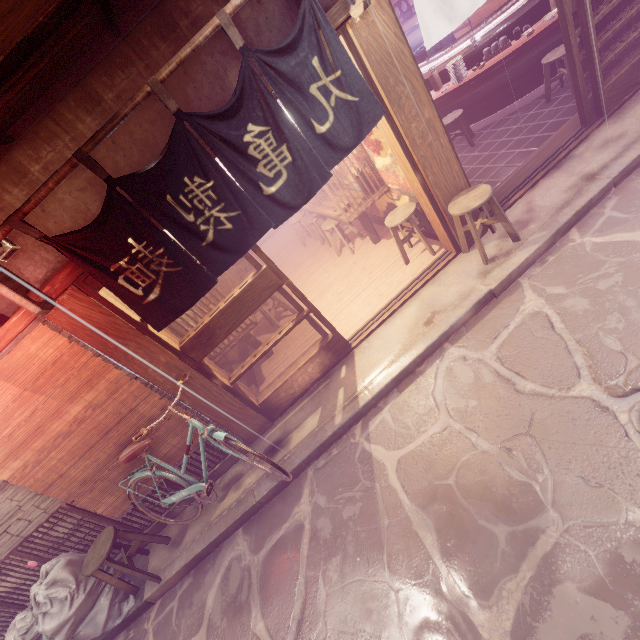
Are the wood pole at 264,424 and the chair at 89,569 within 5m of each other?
yes

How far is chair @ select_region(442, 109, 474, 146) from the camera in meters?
10.8

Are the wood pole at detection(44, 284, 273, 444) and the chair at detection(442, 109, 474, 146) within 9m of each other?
no

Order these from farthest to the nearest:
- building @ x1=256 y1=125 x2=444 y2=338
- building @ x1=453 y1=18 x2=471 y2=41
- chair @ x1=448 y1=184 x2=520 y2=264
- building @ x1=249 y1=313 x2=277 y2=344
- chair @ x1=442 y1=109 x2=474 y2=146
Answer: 1. building @ x1=453 y1=18 x2=471 y2=41
2. building @ x1=249 y1=313 x2=277 y2=344
3. chair @ x1=442 y1=109 x2=474 y2=146
4. building @ x1=256 y1=125 x2=444 y2=338
5. chair @ x1=448 y1=184 x2=520 y2=264

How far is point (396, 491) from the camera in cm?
544

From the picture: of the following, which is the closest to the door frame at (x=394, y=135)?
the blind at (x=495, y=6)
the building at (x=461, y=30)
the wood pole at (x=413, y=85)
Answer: the wood pole at (x=413, y=85)

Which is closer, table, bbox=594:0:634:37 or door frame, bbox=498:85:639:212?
door frame, bbox=498:85:639:212

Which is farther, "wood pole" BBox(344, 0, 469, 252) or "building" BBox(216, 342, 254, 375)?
"building" BBox(216, 342, 254, 375)
